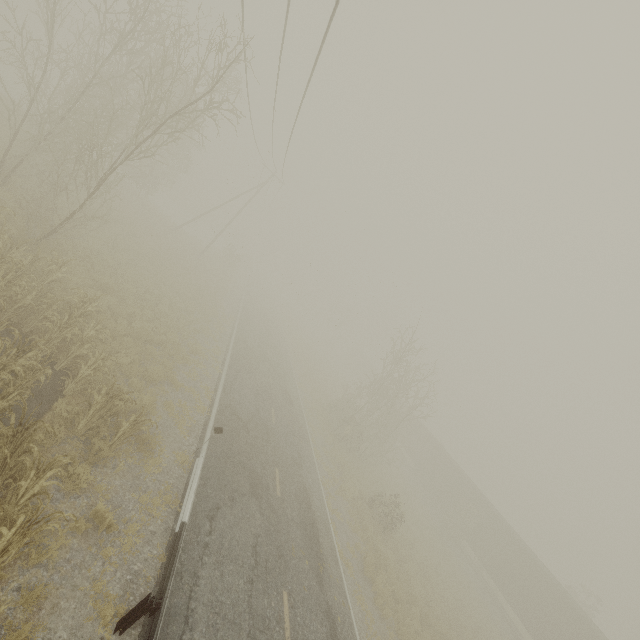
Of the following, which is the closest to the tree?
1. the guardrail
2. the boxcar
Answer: the boxcar

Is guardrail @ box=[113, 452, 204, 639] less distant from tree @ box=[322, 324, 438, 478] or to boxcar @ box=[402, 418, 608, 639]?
tree @ box=[322, 324, 438, 478]

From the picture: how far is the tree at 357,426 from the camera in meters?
23.9

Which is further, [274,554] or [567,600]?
[567,600]

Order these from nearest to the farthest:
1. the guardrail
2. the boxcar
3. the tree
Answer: the guardrail → the boxcar → the tree

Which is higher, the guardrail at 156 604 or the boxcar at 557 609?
the boxcar at 557 609

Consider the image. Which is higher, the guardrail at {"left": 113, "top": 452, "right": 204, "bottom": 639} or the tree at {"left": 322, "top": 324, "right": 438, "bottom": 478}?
the tree at {"left": 322, "top": 324, "right": 438, "bottom": 478}

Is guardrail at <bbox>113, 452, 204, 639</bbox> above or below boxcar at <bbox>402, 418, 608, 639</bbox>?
below
